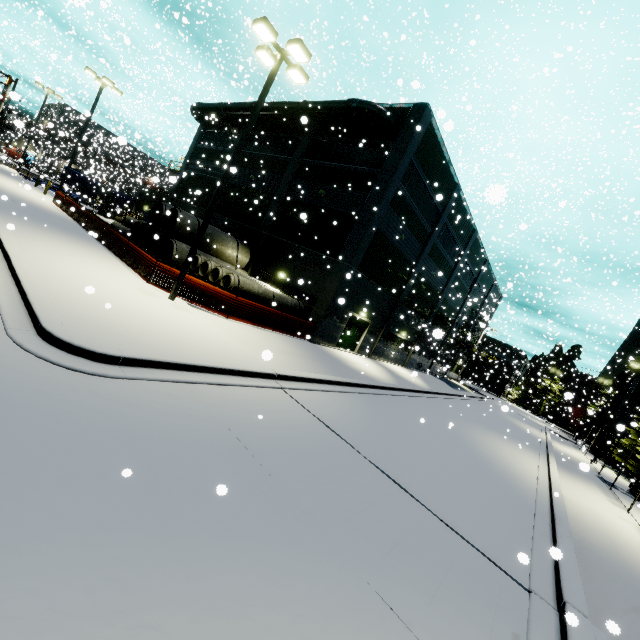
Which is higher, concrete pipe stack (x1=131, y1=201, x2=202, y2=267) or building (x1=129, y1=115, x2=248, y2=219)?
building (x1=129, y1=115, x2=248, y2=219)

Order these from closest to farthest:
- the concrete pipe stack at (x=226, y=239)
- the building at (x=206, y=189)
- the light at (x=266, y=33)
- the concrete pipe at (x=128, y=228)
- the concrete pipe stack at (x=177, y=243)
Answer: the light at (x=266, y=33) < the concrete pipe stack at (x=226, y=239) < the concrete pipe stack at (x=177, y=243) < the concrete pipe at (x=128, y=228) < the building at (x=206, y=189)

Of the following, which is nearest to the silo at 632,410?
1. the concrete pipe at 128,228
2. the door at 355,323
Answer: the concrete pipe at 128,228

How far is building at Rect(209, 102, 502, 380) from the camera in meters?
19.0 m

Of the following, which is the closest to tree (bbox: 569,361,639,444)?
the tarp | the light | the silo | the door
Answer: the silo

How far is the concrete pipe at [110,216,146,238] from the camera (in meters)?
23.07

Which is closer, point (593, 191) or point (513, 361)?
point (593, 191)

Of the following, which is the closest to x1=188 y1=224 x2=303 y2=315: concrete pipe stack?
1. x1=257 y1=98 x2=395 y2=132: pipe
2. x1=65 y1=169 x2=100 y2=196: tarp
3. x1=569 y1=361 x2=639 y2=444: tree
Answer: x1=257 y1=98 x2=395 y2=132: pipe
